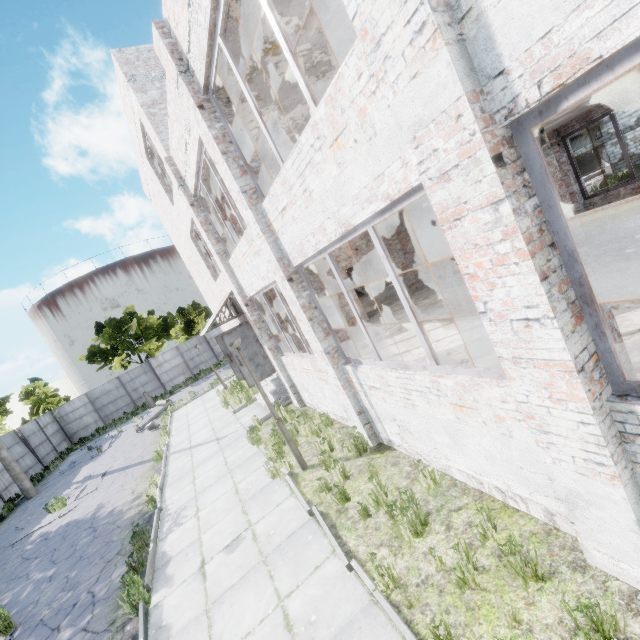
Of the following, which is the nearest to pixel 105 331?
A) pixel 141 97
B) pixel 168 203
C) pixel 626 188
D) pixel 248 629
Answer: pixel 168 203

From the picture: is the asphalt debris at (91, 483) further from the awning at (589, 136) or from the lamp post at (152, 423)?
the awning at (589, 136)

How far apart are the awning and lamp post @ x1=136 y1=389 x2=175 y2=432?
34.3 meters

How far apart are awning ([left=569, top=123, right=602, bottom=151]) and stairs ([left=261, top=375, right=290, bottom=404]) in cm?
2821

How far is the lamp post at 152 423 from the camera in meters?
18.4

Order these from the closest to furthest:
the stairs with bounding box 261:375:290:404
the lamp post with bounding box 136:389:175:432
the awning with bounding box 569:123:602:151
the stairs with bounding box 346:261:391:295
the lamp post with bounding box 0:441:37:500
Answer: the stairs with bounding box 261:375:290:404
the lamp post with bounding box 0:441:37:500
the lamp post with bounding box 136:389:175:432
the stairs with bounding box 346:261:391:295
the awning with bounding box 569:123:602:151

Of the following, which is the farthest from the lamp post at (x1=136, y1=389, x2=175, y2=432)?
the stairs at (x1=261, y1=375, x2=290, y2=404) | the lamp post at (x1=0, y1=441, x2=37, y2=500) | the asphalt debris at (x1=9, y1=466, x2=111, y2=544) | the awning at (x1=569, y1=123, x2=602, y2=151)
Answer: the awning at (x1=569, y1=123, x2=602, y2=151)

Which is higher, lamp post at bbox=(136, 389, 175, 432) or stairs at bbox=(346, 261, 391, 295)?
stairs at bbox=(346, 261, 391, 295)
